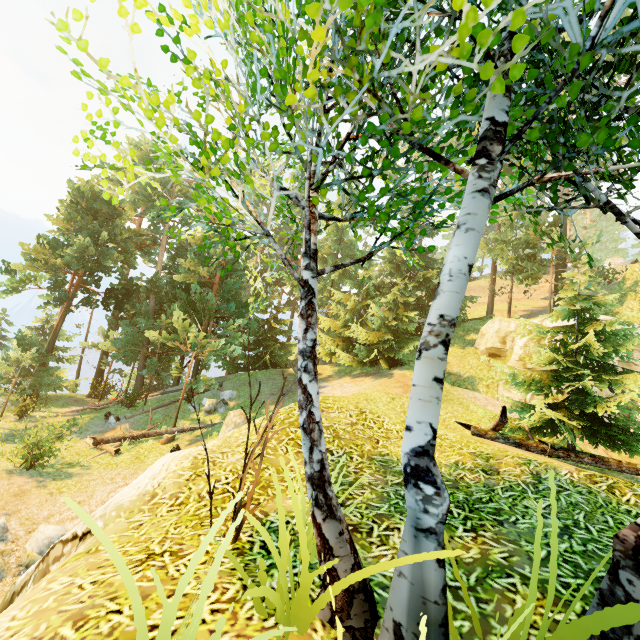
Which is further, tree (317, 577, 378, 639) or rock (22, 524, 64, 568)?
rock (22, 524, 64, 568)

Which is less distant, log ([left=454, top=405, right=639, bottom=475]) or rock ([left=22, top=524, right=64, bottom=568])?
log ([left=454, top=405, right=639, bottom=475])

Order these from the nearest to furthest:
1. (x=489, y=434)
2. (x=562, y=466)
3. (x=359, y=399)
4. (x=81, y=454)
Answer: (x=562, y=466) < (x=489, y=434) < (x=81, y=454) < (x=359, y=399)

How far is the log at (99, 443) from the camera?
15.49m

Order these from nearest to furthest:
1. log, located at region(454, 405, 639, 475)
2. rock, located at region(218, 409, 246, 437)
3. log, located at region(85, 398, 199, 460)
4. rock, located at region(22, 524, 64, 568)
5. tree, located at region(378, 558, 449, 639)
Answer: tree, located at region(378, 558, 449, 639), log, located at region(454, 405, 639, 475), rock, located at region(22, 524, 64, 568), rock, located at region(218, 409, 246, 437), log, located at region(85, 398, 199, 460)

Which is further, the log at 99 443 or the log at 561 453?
the log at 99 443

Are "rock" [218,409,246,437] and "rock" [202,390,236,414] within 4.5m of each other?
yes
